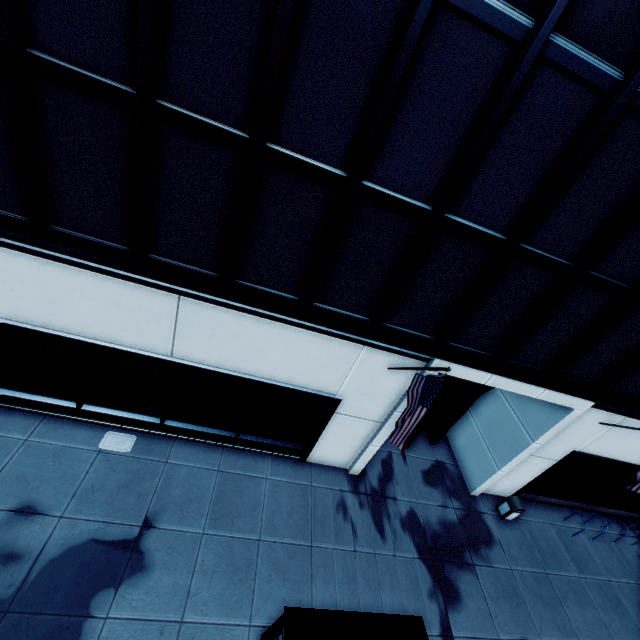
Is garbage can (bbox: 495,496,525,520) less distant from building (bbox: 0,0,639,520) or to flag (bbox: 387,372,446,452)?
building (bbox: 0,0,639,520)

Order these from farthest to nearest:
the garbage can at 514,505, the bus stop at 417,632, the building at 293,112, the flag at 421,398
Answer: the garbage can at 514,505 → the flag at 421,398 → the bus stop at 417,632 → the building at 293,112

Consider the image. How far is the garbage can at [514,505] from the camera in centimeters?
1278cm

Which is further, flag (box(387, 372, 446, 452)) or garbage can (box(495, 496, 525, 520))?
garbage can (box(495, 496, 525, 520))

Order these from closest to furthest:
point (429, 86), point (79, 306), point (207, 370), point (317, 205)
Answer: point (429, 86)
point (317, 205)
point (79, 306)
point (207, 370)

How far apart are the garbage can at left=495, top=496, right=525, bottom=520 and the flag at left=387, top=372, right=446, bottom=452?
8.6m

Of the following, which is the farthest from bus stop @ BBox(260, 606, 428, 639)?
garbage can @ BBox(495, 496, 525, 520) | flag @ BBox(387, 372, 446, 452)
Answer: garbage can @ BBox(495, 496, 525, 520)

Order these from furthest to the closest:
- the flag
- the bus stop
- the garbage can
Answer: the garbage can, the flag, the bus stop
